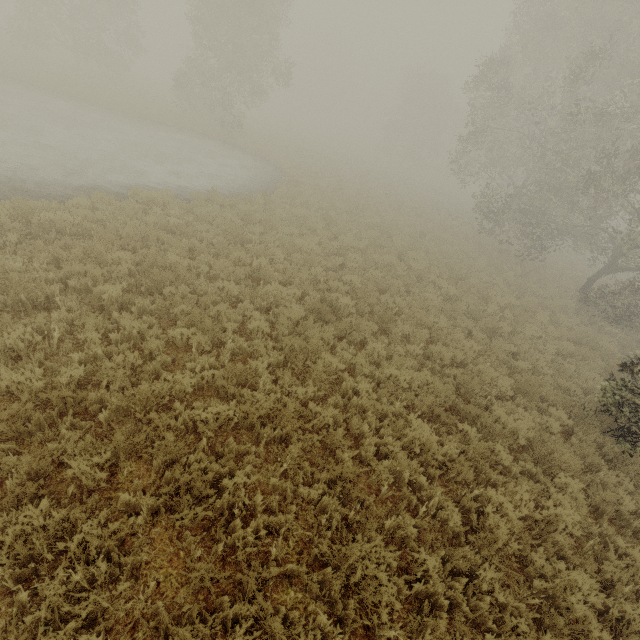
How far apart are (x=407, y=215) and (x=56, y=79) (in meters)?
26.15
